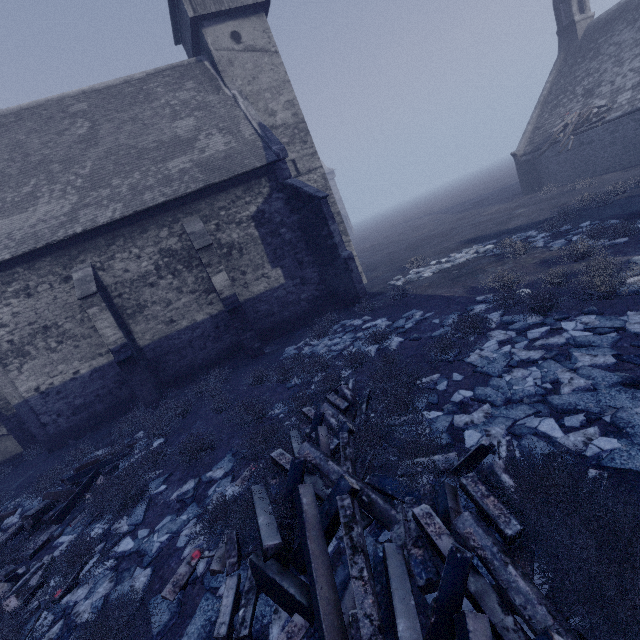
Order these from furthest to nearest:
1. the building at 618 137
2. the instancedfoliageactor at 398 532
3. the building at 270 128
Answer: the building at 618 137, the building at 270 128, the instancedfoliageactor at 398 532

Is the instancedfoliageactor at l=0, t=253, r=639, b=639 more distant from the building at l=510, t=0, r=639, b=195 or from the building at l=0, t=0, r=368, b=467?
the building at l=510, t=0, r=639, b=195

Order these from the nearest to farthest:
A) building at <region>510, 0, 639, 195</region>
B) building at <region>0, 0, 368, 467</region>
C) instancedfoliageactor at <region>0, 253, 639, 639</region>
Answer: instancedfoliageactor at <region>0, 253, 639, 639</region> → building at <region>0, 0, 368, 467</region> → building at <region>510, 0, 639, 195</region>

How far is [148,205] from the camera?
11.9 meters

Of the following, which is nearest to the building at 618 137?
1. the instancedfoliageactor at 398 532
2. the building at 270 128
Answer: the instancedfoliageactor at 398 532

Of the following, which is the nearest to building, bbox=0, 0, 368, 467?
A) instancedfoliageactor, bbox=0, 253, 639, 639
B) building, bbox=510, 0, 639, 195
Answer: instancedfoliageactor, bbox=0, 253, 639, 639

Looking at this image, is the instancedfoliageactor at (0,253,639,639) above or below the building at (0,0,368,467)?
below

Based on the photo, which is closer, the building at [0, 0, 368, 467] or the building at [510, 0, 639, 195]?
the building at [0, 0, 368, 467]
